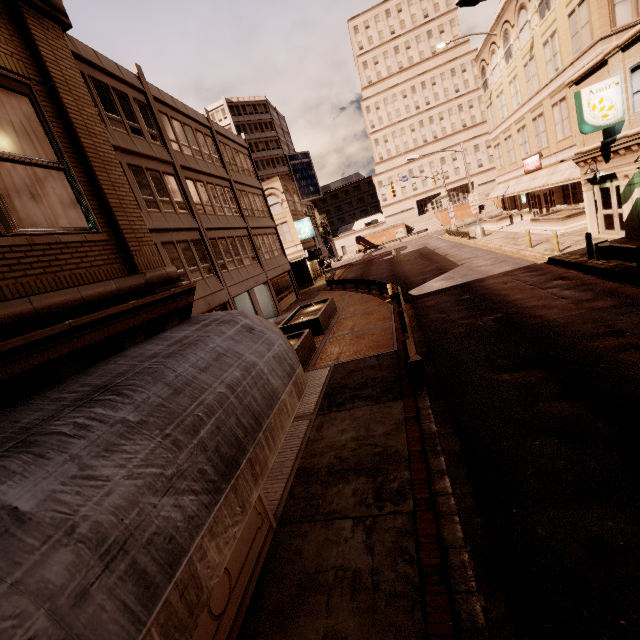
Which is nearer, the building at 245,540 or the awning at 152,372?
the awning at 152,372

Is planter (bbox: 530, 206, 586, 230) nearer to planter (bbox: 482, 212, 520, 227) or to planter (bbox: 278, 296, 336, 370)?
planter (bbox: 482, 212, 520, 227)

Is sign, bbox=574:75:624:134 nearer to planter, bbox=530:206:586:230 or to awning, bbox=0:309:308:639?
planter, bbox=530:206:586:230

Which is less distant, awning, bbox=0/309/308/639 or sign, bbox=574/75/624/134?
awning, bbox=0/309/308/639

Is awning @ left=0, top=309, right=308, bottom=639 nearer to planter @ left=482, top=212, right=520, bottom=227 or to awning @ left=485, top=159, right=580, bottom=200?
awning @ left=485, top=159, right=580, bottom=200

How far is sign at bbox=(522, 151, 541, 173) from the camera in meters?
28.3

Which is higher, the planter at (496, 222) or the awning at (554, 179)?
the awning at (554, 179)

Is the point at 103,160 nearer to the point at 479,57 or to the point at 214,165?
the point at 214,165
